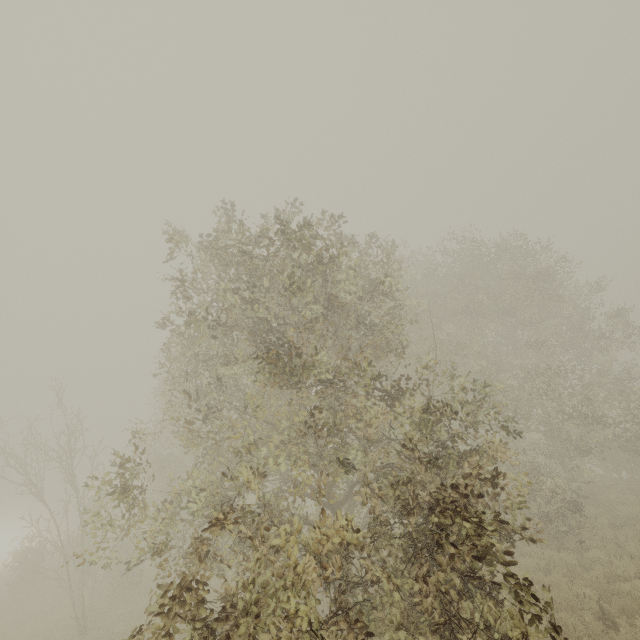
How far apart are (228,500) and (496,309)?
14.46m
